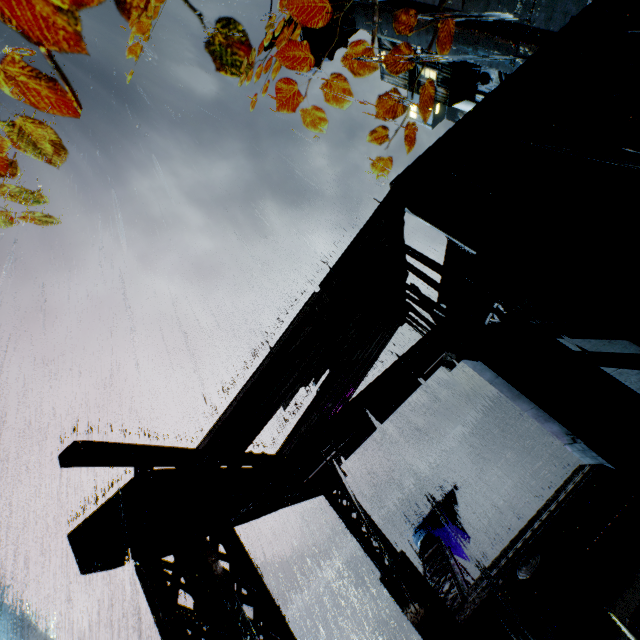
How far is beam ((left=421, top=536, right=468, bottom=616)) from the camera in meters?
9.5 m

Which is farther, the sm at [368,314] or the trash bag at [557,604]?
the trash bag at [557,604]

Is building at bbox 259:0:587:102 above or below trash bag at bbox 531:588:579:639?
above

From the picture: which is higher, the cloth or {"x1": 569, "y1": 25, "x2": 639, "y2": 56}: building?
{"x1": 569, "y1": 25, "x2": 639, "y2": 56}: building

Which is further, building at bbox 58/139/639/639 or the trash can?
the trash can

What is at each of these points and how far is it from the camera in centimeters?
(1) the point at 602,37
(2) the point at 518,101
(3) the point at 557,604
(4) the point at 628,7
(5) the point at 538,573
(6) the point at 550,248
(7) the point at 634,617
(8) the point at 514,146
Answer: (1) building, 788cm
(2) building, 772cm
(3) trash bag, 715cm
(4) building, 805cm
(5) trash can, 765cm
(6) building, 612cm
(7) railing, 460cm
(8) building, 722cm

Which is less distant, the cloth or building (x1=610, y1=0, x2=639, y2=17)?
building (x1=610, y1=0, x2=639, y2=17)

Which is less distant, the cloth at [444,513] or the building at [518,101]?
the building at [518,101]
